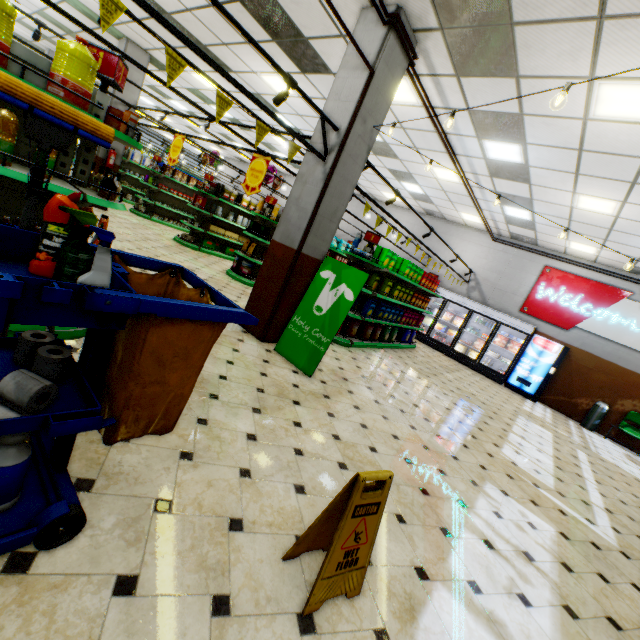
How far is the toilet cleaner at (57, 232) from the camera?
1.4m

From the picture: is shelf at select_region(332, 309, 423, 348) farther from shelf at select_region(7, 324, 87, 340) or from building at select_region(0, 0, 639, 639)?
shelf at select_region(7, 324, 87, 340)

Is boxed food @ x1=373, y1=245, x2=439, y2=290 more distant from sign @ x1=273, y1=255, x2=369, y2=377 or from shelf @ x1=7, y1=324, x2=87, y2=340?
shelf @ x1=7, y1=324, x2=87, y2=340

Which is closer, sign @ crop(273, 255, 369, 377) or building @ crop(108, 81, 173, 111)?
sign @ crop(273, 255, 369, 377)

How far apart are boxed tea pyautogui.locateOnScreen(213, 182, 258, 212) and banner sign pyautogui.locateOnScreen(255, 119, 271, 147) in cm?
764

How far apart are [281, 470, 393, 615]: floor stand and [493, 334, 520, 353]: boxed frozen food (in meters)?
11.39

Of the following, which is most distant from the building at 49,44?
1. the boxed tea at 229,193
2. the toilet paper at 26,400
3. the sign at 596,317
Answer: the boxed tea at 229,193

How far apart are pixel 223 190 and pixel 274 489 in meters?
10.5 m
